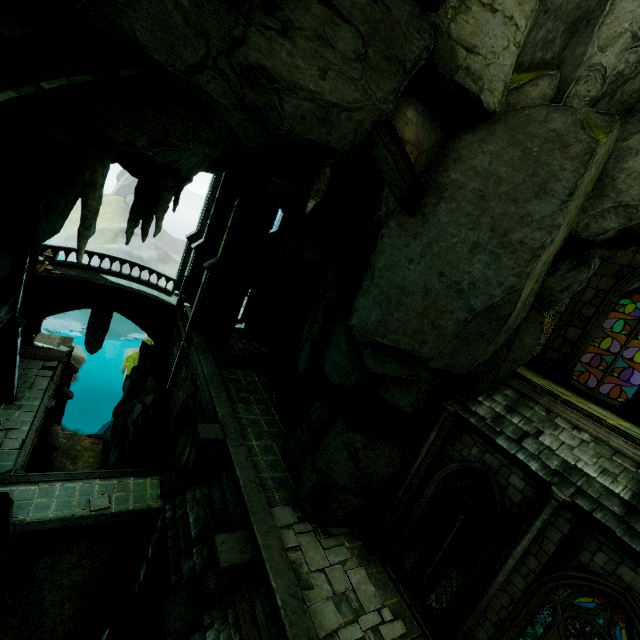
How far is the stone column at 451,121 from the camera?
6.4 meters

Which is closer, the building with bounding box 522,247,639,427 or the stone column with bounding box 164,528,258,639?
the stone column with bounding box 164,528,258,639

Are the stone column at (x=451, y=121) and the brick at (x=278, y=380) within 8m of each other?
no

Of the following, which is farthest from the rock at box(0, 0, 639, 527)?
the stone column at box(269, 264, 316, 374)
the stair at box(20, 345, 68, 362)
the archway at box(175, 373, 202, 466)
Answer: the stair at box(20, 345, 68, 362)

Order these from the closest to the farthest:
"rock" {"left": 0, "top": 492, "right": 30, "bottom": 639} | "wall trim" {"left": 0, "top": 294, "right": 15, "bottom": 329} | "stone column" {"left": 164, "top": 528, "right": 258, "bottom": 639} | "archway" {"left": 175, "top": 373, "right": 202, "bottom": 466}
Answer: "stone column" {"left": 164, "top": 528, "right": 258, "bottom": 639}
"rock" {"left": 0, "top": 492, "right": 30, "bottom": 639}
"archway" {"left": 175, "top": 373, "right": 202, "bottom": 466}
"wall trim" {"left": 0, "top": 294, "right": 15, "bottom": 329}

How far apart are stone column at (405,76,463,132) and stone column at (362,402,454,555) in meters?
7.2 m

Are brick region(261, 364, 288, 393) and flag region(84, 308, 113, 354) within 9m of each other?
no

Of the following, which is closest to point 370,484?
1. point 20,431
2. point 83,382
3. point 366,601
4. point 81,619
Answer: point 366,601
